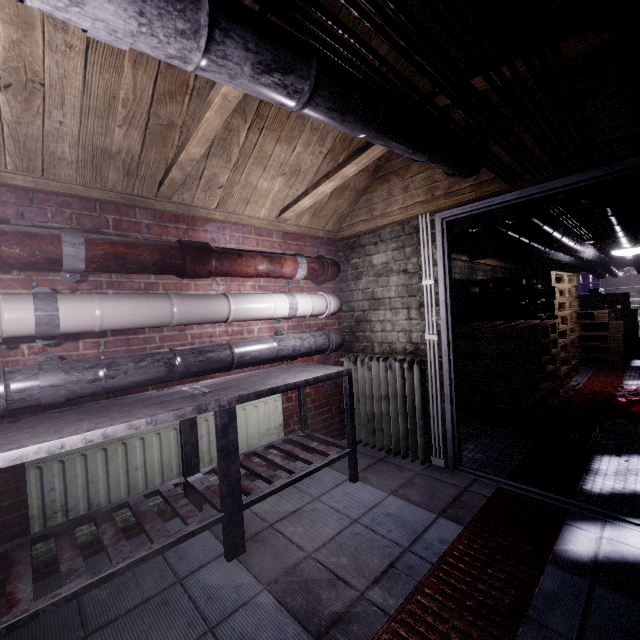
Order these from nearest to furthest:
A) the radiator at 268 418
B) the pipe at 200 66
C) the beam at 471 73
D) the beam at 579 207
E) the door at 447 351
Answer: the pipe at 200 66 → the beam at 471 73 → the door at 447 351 → the radiator at 268 418 → the beam at 579 207

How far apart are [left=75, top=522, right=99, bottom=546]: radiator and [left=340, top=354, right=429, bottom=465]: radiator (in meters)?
1.54

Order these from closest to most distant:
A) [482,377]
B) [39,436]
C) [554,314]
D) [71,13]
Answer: [71,13] → [39,436] → [482,377] → [554,314]

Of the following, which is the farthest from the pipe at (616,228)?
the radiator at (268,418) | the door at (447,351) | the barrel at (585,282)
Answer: the barrel at (585,282)

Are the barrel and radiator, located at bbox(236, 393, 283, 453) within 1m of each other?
no

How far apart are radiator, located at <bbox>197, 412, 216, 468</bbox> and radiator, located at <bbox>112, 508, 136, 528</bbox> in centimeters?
12cm

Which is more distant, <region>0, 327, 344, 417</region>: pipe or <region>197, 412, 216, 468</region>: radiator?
<region>197, 412, 216, 468</region>: radiator

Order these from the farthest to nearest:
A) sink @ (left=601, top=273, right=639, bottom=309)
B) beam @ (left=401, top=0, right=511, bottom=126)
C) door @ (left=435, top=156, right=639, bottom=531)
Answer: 1. sink @ (left=601, top=273, right=639, bottom=309)
2. door @ (left=435, top=156, right=639, bottom=531)
3. beam @ (left=401, top=0, right=511, bottom=126)
